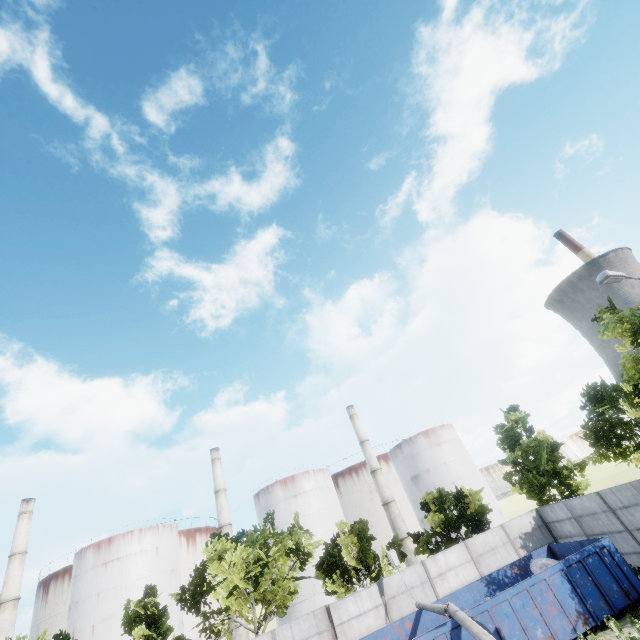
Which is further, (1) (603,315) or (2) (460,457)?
(2) (460,457)

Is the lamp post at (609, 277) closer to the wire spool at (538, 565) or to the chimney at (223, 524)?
the wire spool at (538, 565)

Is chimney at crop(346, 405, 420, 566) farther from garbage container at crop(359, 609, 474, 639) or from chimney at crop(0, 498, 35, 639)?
chimney at crop(0, 498, 35, 639)

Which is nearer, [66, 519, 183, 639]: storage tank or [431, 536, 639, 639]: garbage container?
[431, 536, 639, 639]: garbage container

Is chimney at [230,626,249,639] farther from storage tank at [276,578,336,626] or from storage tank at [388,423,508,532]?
storage tank at [388,423,508,532]

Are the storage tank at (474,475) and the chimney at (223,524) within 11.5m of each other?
no

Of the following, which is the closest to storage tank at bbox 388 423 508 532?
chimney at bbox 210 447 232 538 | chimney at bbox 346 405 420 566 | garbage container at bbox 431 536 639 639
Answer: chimney at bbox 346 405 420 566

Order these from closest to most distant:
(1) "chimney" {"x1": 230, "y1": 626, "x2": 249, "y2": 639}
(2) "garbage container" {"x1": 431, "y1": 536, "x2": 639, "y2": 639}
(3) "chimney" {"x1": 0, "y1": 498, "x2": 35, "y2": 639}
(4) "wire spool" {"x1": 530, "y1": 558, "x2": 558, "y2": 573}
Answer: (2) "garbage container" {"x1": 431, "y1": 536, "x2": 639, "y2": 639}
(4) "wire spool" {"x1": 530, "y1": 558, "x2": 558, "y2": 573}
(3) "chimney" {"x1": 0, "y1": 498, "x2": 35, "y2": 639}
(1) "chimney" {"x1": 230, "y1": 626, "x2": 249, "y2": 639}
